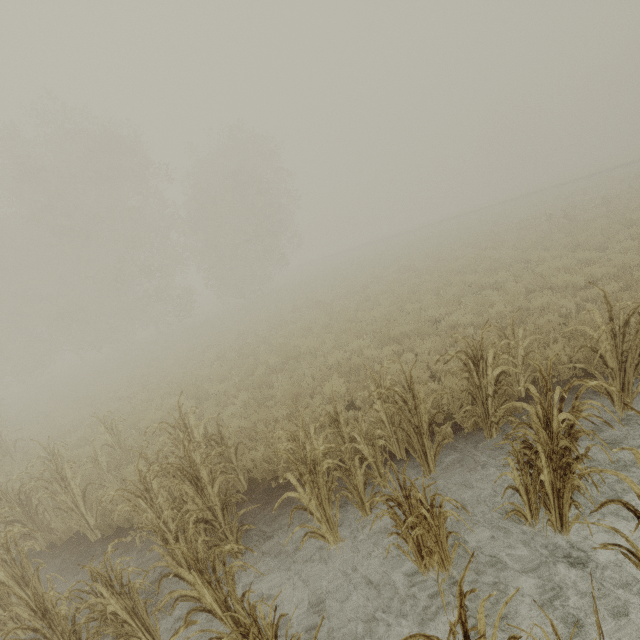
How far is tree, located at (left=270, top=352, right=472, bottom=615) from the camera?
3.29m

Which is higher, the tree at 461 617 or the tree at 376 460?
the tree at 461 617

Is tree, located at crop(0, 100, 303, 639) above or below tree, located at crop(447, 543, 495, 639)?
below

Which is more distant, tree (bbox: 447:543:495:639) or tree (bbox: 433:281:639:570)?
tree (bbox: 433:281:639:570)

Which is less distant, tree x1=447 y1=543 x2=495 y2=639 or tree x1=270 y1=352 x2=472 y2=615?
tree x1=447 y1=543 x2=495 y2=639

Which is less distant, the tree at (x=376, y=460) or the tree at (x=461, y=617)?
the tree at (x=461, y=617)

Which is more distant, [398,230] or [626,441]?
A: [398,230]
